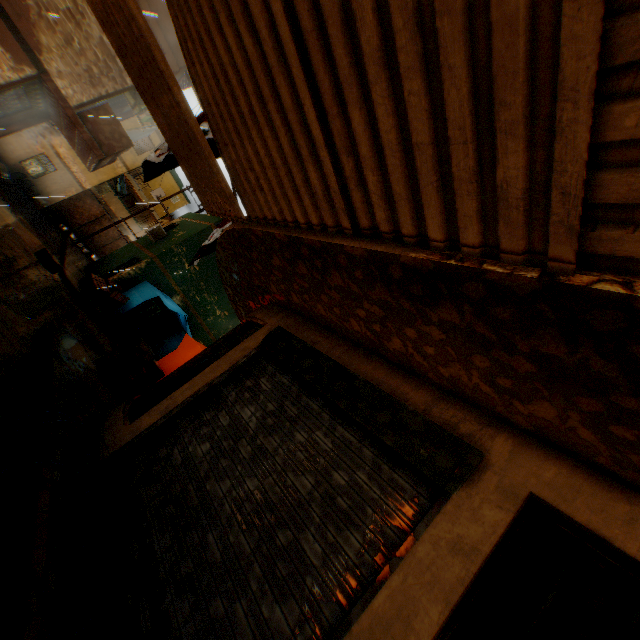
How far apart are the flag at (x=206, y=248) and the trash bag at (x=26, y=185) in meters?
18.0

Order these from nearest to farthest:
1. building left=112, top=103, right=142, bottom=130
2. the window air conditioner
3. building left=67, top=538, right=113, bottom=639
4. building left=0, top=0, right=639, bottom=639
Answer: building left=0, top=0, right=639, bottom=639, building left=67, top=538, right=113, bottom=639, building left=112, top=103, right=142, bottom=130, the window air conditioner

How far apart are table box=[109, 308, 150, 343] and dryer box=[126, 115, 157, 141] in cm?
36

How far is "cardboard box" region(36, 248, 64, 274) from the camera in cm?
1096

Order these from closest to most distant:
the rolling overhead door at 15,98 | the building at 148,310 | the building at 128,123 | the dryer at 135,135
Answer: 1. the rolling overhead door at 15,98
2. the dryer at 135,135
3. the building at 128,123
4. the building at 148,310

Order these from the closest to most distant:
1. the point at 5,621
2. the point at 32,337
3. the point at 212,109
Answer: the point at 5,621, the point at 212,109, the point at 32,337

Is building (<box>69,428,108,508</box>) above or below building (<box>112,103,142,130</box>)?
below

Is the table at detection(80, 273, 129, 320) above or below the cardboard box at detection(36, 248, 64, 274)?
above
